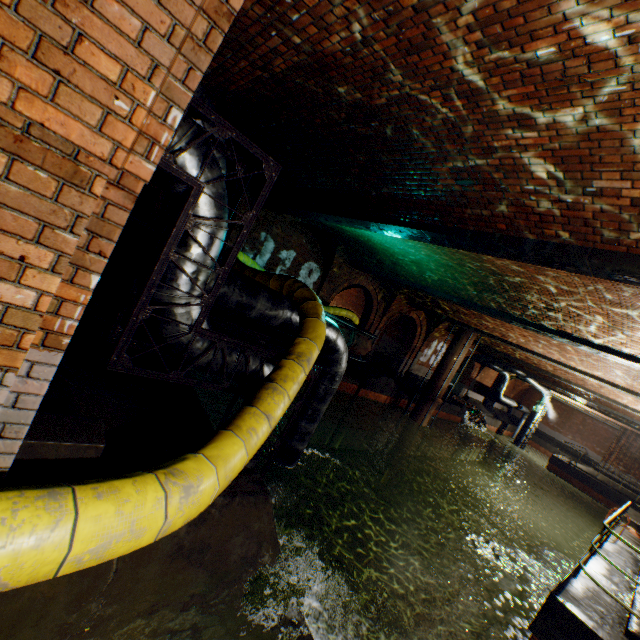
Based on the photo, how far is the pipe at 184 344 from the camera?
3.7m

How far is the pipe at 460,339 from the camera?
17.0m

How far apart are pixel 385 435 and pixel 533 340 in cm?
1075

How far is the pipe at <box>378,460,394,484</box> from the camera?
17.5m

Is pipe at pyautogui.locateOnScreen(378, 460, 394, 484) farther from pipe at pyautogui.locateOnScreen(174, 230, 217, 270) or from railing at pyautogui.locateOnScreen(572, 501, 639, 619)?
pipe at pyautogui.locateOnScreen(174, 230, 217, 270)

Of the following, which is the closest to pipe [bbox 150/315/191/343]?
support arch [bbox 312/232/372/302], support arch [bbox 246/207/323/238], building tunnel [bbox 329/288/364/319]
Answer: support arch [bbox 246/207/323/238]

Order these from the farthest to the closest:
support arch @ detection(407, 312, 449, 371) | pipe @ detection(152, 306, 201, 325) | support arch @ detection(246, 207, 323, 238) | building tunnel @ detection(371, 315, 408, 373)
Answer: building tunnel @ detection(371, 315, 408, 373) → support arch @ detection(407, 312, 449, 371) → support arch @ detection(246, 207, 323, 238) → pipe @ detection(152, 306, 201, 325)

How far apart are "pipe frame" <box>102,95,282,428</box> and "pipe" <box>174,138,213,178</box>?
0.02m
